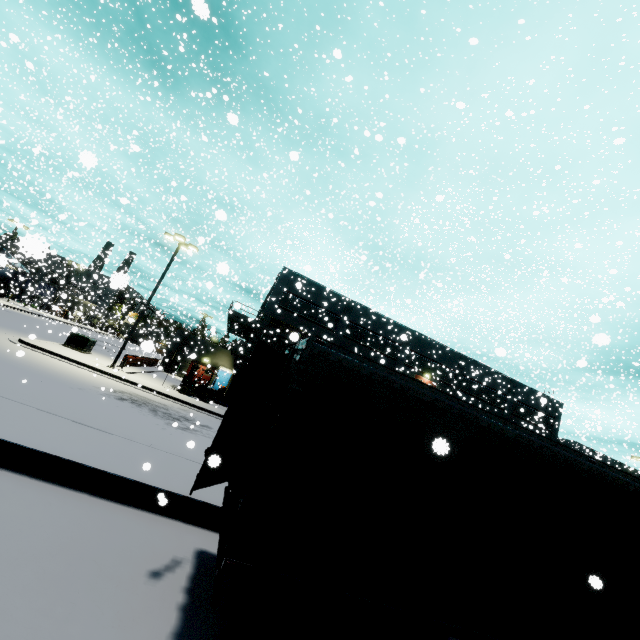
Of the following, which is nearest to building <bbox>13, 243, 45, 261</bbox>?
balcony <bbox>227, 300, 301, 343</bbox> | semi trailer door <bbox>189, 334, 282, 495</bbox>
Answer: balcony <bbox>227, 300, 301, 343</bbox>

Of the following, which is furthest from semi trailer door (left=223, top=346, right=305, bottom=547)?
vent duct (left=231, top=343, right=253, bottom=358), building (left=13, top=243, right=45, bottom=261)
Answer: building (left=13, top=243, right=45, bottom=261)

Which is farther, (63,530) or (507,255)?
(507,255)

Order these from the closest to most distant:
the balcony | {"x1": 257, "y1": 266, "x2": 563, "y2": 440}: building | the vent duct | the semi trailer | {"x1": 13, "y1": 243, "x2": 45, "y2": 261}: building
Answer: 1. {"x1": 13, "y1": 243, "x2": 45, "y2": 261}: building
2. the semi trailer
3. the balcony
4. the vent duct
5. {"x1": 257, "y1": 266, "x2": 563, "y2": 440}: building

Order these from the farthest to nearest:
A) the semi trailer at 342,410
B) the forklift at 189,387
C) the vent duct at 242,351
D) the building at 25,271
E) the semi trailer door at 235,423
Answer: the vent duct at 242,351 < the forklift at 189,387 < the semi trailer door at 235,423 < the semi trailer at 342,410 < the building at 25,271

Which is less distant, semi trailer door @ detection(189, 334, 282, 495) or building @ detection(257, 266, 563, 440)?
semi trailer door @ detection(189, 334, 282, 495)

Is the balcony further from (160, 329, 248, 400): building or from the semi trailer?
the semi trailer

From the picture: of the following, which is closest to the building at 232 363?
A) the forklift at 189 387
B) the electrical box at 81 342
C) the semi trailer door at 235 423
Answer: the electrical box at 81 342
